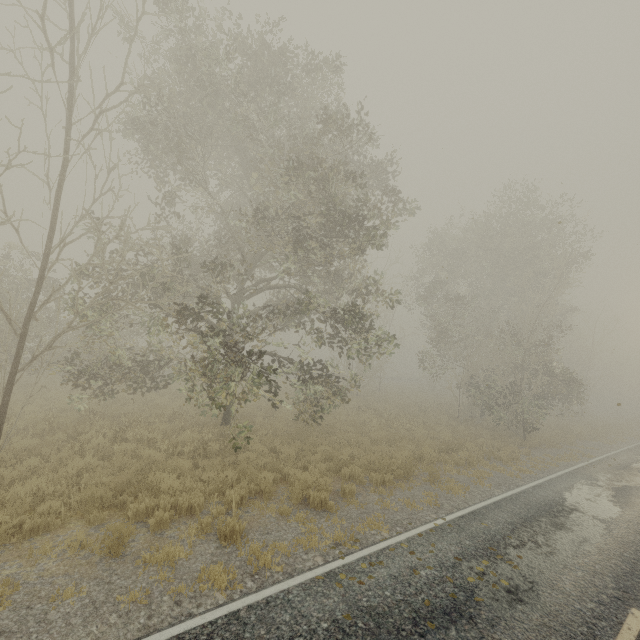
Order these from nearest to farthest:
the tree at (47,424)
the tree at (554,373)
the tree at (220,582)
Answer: the tree at (220,582)
the tree at (554,373)
the tree at (47,424)

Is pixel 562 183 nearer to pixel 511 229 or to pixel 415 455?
pixel 511 229

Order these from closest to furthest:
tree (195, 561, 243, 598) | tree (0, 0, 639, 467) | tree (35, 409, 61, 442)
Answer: tree (195, 561, 243, 598)
tree (0, 0, 639, 467)
tree (35, 409, 61, 442)

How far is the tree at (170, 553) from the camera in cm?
573

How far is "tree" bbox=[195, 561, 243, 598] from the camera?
5.34m

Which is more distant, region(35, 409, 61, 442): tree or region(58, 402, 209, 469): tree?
region(35, 409, 61, 442): tree
